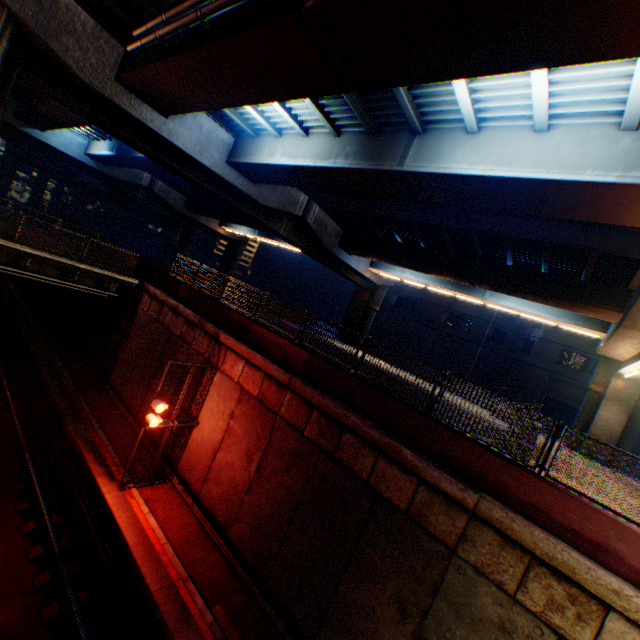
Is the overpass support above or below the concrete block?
above

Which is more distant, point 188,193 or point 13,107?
point 188,193

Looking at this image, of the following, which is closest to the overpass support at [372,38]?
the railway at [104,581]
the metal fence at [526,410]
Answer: the metal fence at [526,410]

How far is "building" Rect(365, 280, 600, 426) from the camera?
32.8 meters

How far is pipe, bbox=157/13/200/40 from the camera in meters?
8.4 m

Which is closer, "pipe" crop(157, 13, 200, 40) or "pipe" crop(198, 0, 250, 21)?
"pipe" crop(198, 0, 250, 21)

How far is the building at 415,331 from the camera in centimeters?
3275cm

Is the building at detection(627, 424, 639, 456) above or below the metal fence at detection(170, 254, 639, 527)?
above
